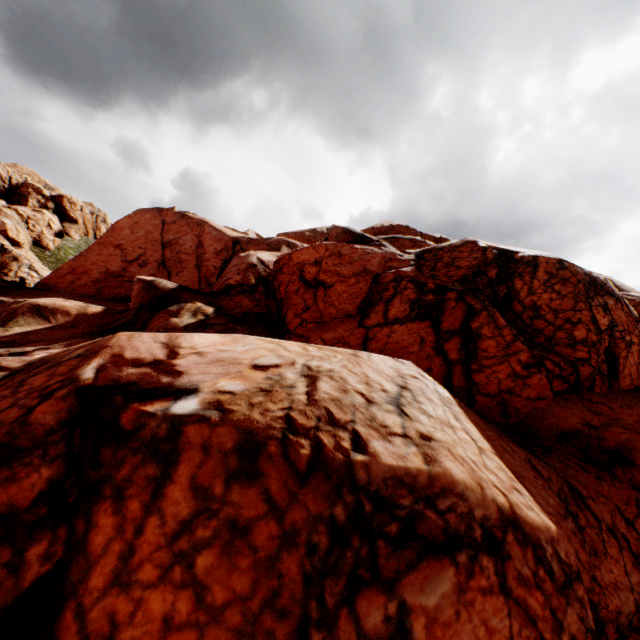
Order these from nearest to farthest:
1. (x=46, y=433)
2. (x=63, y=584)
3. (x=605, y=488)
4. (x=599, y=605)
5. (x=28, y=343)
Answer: (x=63, y=584)
(x=46, y=433)
(x=599, y=605)
(x=605, y=488)
(x=28, y=343)
